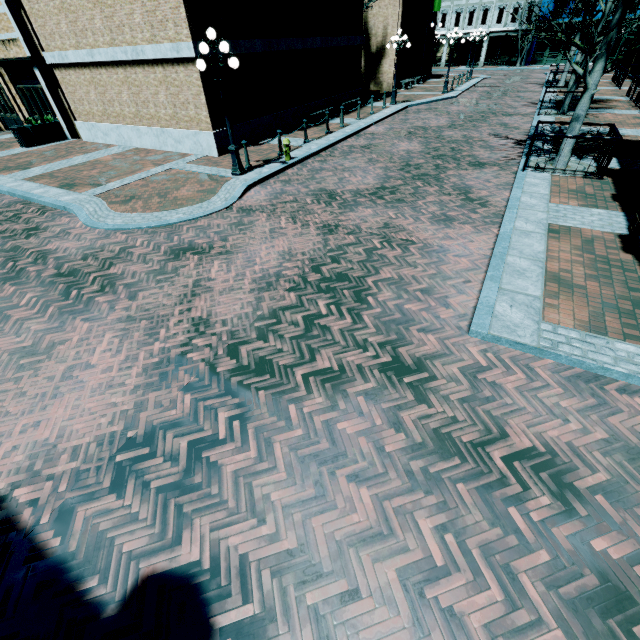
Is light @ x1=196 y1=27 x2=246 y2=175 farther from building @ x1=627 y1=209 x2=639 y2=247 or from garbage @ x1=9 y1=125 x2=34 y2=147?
garbage @ x1=9 y1=125 x2=34 y2=147

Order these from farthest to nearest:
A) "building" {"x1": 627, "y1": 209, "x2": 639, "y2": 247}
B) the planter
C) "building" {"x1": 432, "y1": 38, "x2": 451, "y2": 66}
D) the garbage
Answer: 1. "building" {"x1": 432, "y1": 38, "x2": 451, "y2": 66}
2. the planter
3. the garbage
4. "building" {"x1": 627, "y1": 209, "x2": 639, "y2": 247}

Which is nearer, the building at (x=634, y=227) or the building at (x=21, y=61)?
the building at (x=634, y=227)

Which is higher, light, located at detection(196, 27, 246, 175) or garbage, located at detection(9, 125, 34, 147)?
garbage, located at detection(9, 125, 34, 147)

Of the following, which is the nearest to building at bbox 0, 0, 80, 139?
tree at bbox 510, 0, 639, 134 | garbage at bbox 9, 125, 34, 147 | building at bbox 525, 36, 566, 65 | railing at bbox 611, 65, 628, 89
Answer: railing at bbox 611, 65, 628, 89

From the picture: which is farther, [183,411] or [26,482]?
[183,411]

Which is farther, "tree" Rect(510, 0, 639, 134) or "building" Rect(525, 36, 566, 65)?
"building" Rect(525, 36, 566, 65)

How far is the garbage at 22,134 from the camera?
15.2m
